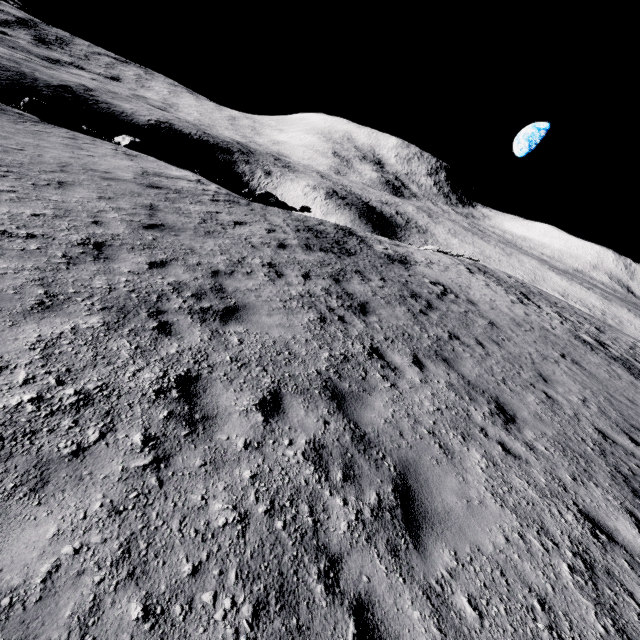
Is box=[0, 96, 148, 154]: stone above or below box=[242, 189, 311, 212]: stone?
above

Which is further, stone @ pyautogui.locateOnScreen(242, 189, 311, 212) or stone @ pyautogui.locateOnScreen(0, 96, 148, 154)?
stone @ pyautogui.locateOnScreen(242, 189, 311, 212)

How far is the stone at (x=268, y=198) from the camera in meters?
21.4 m

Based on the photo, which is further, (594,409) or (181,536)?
(594,409)

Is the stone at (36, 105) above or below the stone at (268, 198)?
above

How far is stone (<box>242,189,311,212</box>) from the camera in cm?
2138
